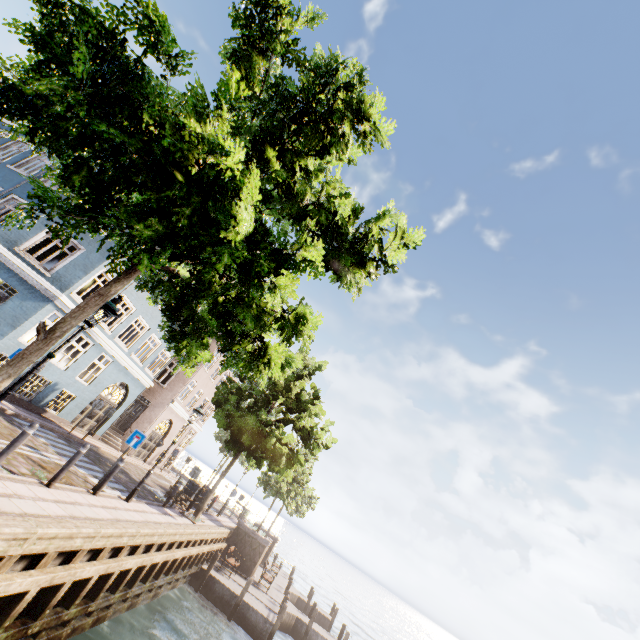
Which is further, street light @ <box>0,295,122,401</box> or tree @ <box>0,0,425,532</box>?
street light @ <box>0,295,122,401</box>

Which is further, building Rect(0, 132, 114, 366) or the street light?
building Rect(0, 132, 114, 366)

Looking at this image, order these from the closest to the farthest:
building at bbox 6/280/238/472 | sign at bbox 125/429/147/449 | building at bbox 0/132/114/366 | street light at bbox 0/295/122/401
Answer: street light at bbox 0/295/122/401 < sign at bbox 125/429/147/449 < building at bbox 0/132/114/366 < building at bbox 6/280/238/472

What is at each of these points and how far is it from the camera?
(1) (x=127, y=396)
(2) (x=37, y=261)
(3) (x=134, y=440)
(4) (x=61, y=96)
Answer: (1) building, 20.8 meters
(2) building, 13.7 meters
(3) sign, 10.2 meters
(4) tree, 4.1 meters

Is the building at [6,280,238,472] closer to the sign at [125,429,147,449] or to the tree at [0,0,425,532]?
the tree at [0,0,425,532]

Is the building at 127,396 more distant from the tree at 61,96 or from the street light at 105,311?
the street light at 105,311

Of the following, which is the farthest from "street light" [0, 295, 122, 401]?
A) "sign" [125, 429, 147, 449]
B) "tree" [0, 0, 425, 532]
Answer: "sign" [125, 429, 147, 449]

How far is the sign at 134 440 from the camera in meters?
10.1
